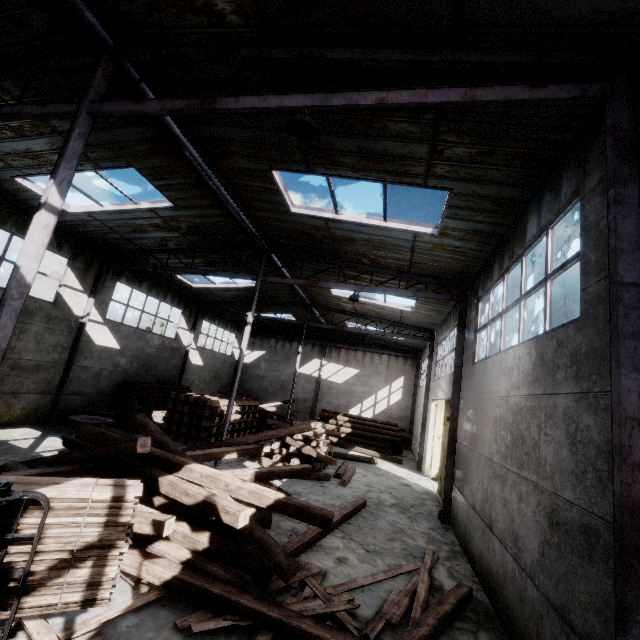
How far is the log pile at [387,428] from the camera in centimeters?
2109cm

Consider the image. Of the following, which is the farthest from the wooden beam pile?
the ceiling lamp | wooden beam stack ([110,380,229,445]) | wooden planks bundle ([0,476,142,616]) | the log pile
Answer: the log pile

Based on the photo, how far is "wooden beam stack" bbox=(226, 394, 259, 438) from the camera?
16.4 meters

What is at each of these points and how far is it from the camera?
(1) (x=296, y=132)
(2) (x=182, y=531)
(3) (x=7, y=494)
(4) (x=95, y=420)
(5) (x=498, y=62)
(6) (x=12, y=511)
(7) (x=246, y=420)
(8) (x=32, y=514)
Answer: (1) ceiling lamp, 4.7 meters
(2) wooden beam pile, 5.5 meters
(3) forklift, 2.3 meters
(4) wire spool, 12.1 meters
(5) roof support, 4.2 meters
(6) wooden planks bundle, 2.7 meters
(7) wooden beam stack, 18.2 meters
(8) wooden planks bundle, 2.7 meters

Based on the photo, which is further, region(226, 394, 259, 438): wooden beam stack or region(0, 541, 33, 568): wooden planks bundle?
region(226, 394, 259, 438): wooden beam stack

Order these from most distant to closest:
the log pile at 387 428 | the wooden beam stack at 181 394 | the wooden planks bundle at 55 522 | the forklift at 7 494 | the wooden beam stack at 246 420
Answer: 1. the log pile at 387 428
2. the wooden beam stack at 246 420
3. the wooden beam stack at 181 394
4. the wooden planks bundle at 55 522
5. the forklift at 7 494

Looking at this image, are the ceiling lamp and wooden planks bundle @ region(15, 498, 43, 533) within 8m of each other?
yes

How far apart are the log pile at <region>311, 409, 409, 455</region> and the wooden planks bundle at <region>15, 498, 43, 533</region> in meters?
19.2
